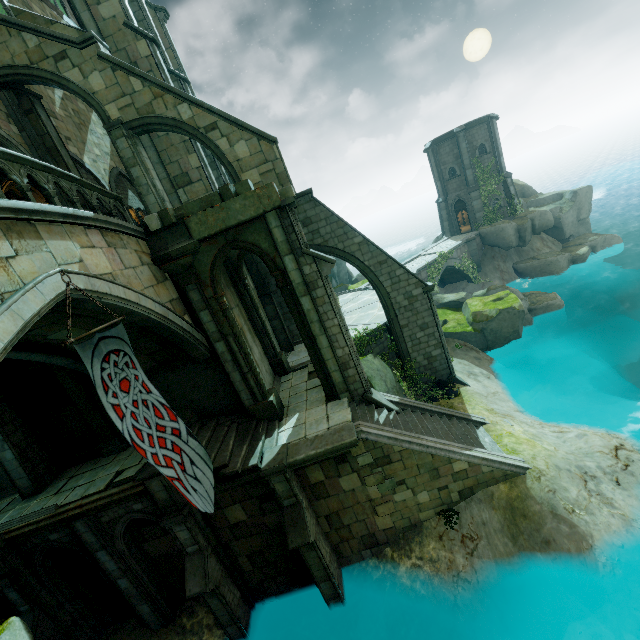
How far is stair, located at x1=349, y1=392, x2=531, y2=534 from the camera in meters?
10.2 m

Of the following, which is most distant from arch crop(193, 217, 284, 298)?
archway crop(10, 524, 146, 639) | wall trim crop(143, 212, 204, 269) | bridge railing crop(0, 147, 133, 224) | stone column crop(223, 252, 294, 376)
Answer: archway crop(10, 524, 146, 639)

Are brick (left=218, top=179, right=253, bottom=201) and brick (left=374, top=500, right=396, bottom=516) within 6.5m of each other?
no

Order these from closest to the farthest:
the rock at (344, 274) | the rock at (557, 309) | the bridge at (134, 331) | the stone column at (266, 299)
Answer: the bridge at (134, 331) < the stone column at (266, 299) < the rock at (557, 309) < the rock at (344, 274)

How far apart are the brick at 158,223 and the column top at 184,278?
1.0 meters

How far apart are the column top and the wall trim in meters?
0.0 m

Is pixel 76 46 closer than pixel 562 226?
Yes

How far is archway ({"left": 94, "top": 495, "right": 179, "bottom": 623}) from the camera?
9.8 meters
